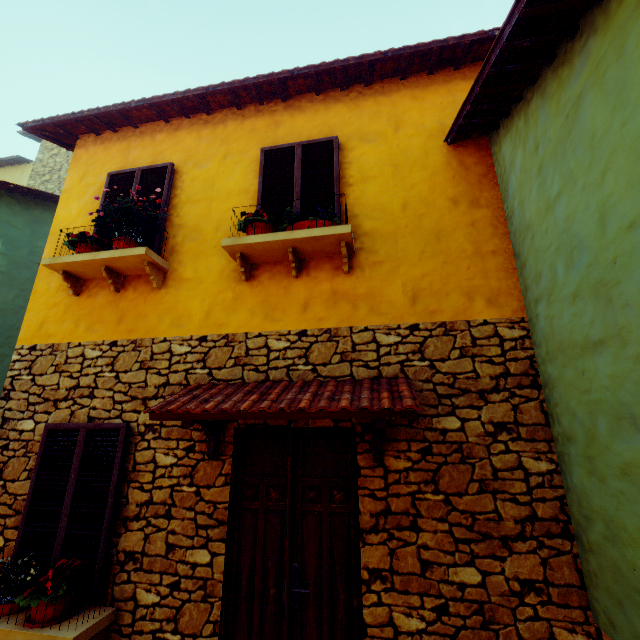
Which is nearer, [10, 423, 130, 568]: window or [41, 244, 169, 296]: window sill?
[10, 423, 130, 568]: window

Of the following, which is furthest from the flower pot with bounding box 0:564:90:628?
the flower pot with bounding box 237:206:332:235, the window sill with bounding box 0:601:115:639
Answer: the flower pot with bounding box 237:206:332:235

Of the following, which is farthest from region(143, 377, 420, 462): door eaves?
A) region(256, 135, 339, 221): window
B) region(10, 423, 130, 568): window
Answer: region(256, 135, 339, 221): window

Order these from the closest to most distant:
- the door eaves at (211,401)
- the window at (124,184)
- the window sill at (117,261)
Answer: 1. the door eaves at (211,401)
2. the window sill at (117,261)
3. the window at (124,184)

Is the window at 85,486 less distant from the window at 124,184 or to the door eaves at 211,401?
A: the door eaves at 211,401

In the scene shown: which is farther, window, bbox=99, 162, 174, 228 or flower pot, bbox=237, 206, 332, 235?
window, bbox=99, 162, 174, 228

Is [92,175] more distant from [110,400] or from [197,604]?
[197,604]

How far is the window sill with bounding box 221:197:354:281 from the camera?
3.6m
